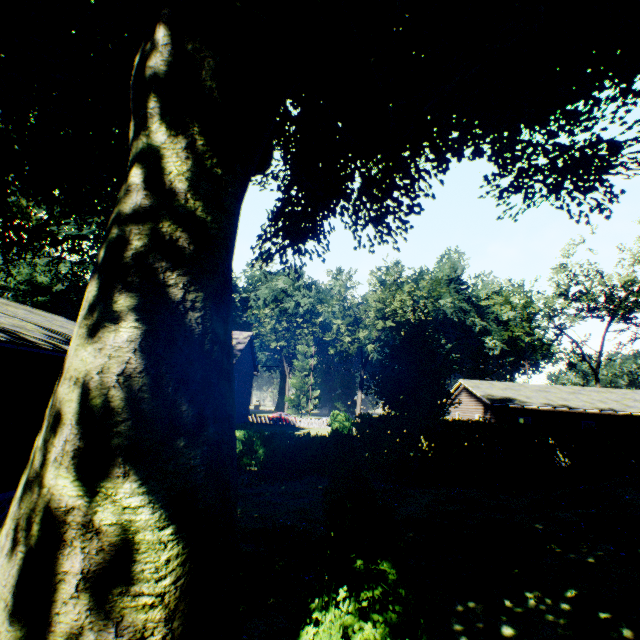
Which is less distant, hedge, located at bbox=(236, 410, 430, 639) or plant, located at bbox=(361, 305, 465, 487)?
hedge, located at bbox=(236, 410, 430, 639)

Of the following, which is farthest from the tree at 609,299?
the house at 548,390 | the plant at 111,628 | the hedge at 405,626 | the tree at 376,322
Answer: the hedge at 405,626

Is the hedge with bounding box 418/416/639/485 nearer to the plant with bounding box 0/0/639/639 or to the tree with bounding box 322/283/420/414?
the plant with bounding box 0/0/639/639

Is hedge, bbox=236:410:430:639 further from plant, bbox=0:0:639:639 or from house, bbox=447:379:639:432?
house, bbox=447:379:639:432

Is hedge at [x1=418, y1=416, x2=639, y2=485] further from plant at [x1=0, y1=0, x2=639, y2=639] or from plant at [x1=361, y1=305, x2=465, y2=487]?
plant at [x1=0, y1=0, x2=639, y2=639]

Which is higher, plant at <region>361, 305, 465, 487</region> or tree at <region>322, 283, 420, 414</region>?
tree at <region>322, 283, 420, 414</region>

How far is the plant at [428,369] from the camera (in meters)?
15.61

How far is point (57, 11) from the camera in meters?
5.8 m
